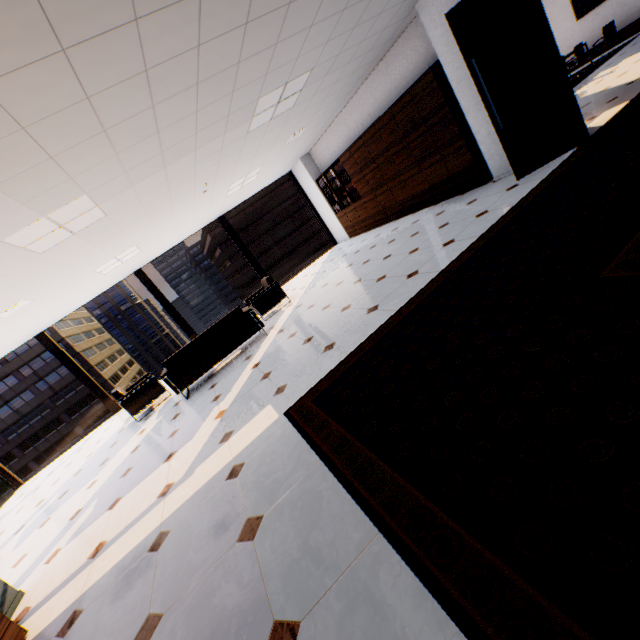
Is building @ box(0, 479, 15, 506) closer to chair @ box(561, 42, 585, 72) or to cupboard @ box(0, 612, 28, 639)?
cupboard @ box(0, 612, 28, 639)

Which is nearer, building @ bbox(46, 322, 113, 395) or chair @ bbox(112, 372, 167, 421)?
chair @ bbox(112, 372, 167, 421)

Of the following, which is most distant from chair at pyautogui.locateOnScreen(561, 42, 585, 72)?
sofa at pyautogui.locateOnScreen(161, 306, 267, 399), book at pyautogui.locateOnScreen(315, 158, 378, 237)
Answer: sofa at pyautogui.locateOnScreen(161, 306, 267, 399)

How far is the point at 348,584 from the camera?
1.4 meters

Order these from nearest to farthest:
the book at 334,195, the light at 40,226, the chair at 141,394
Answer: the light at 40,226, the chair at 141,394, the book at 334,195

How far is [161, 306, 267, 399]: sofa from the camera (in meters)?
5.70

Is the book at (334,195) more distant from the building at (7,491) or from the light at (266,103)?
the building at (7,491)

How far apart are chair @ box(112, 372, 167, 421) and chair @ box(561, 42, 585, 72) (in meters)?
16.05
